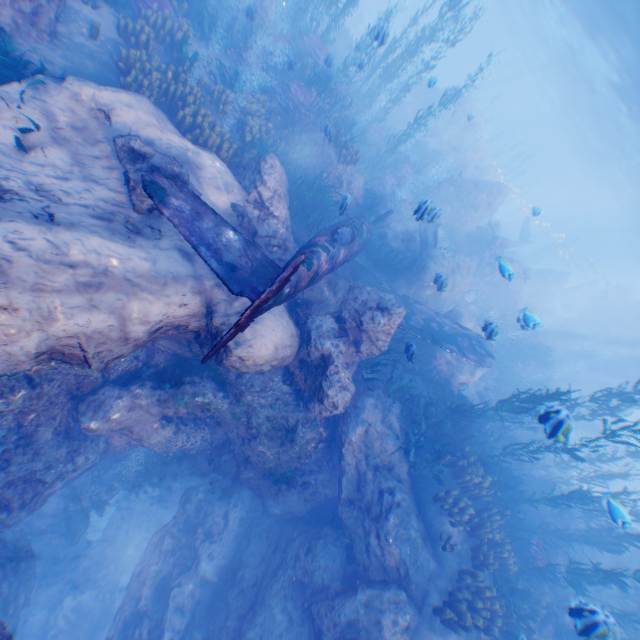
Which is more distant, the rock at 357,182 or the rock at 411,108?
the rock at 411,108

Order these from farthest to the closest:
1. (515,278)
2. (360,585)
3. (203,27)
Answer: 1. (515,278)
2. (203,27)
3. (360,585)

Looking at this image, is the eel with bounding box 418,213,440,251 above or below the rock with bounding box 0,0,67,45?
above

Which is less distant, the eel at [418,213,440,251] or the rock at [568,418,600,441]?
the eel at [418,213,440,251]

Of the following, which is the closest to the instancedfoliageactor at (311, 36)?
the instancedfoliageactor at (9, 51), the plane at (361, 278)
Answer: the plane at (361, 278)

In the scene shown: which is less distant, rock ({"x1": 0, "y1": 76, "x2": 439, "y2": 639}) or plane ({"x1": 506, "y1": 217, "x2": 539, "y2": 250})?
rock ({"x1": 0, "y1": 76, "x2": 439, "y2": 639})

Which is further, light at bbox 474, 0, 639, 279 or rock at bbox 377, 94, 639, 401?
light at bbox 474, 0, 639, 279

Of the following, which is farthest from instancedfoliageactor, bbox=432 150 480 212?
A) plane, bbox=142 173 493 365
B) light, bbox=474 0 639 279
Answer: light, bbox=474 0 639 279
